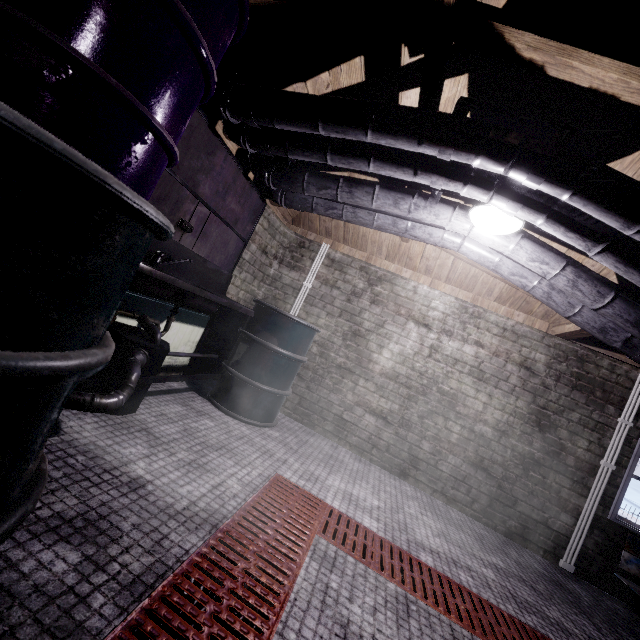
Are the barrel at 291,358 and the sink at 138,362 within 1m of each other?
yes

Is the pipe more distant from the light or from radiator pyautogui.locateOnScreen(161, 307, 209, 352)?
radiator pyautogui.locateOnScreen(161, 307, 209, 352)

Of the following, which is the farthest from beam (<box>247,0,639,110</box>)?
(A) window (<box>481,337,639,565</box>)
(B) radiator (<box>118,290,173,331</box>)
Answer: (A) window (<box>481,337,639,565</box>)

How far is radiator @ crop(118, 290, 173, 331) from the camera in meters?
2.2 m

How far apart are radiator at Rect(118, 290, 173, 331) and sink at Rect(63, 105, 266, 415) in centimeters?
5cm

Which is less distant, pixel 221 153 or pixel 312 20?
pixel 312 20

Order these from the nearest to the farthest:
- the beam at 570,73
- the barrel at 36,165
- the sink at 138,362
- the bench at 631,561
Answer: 1. the barrel at 36,165
2. the beam at 570,73
3. the sink at 138,362
4. the bench at 631,561

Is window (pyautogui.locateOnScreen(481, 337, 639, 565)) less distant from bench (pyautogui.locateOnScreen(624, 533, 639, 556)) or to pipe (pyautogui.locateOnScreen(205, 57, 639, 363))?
bench (pyautogui.locateOnScreen(624, 533, 639, 556))
